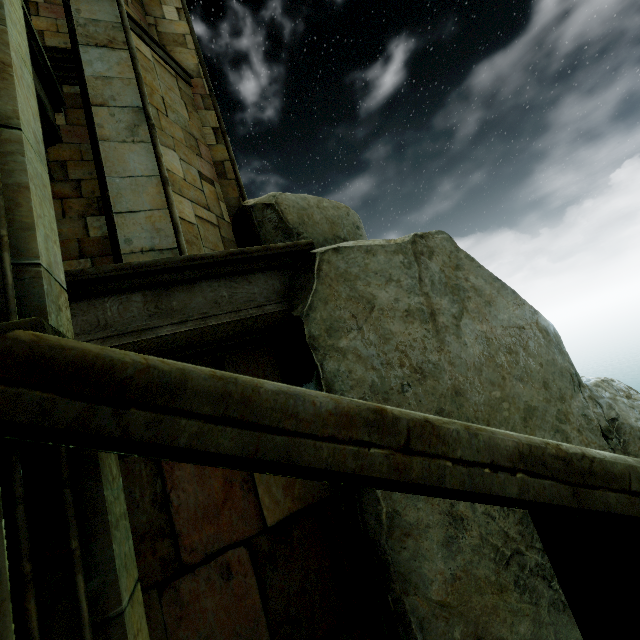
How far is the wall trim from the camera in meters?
3.4

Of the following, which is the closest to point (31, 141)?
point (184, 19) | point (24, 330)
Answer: point (24, 330)

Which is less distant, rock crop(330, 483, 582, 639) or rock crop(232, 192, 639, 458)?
rock crop(330, 483, 582, 639)

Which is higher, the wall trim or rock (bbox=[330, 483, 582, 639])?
the wall trim

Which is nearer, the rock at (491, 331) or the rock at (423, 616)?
the rock at (423, 616)

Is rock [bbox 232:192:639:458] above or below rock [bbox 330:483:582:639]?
above

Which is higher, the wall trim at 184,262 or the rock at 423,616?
the wall trim at 184,262
